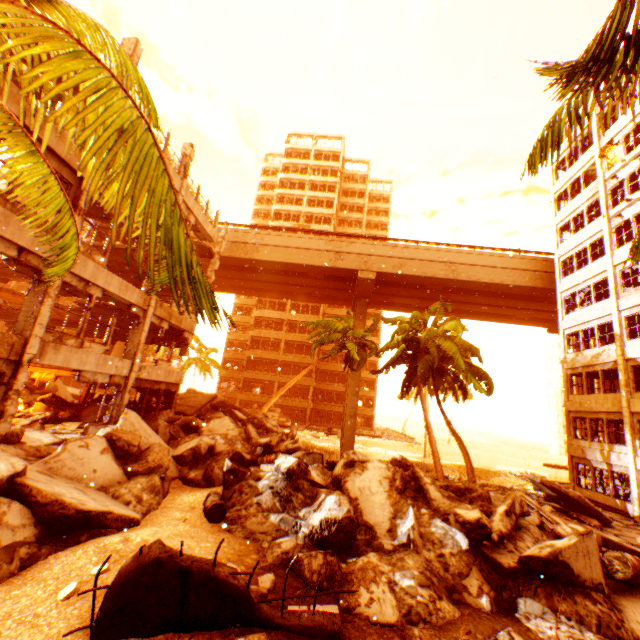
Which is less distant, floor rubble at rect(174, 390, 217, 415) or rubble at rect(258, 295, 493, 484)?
floor rubble at rect(174, 390, 217, 415)

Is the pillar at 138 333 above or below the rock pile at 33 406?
above

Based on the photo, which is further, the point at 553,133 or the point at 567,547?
the point at 567,547

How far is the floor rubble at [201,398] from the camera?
20.1 meters

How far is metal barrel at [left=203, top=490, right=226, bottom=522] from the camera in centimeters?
852cm

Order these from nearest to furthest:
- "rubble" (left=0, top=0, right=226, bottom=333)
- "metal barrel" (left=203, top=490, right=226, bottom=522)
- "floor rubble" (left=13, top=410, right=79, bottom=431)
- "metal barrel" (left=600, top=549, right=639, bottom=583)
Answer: "rubble" (left=0, top=0, right=226, bottom=333), "metal barrel" (left=600, top=549, right=639, bottom=583), "metal barrel" (left=203, top=490, right=226, bottom=522), "floor rubble" (left=13, top=410, right=79, bottom=431)

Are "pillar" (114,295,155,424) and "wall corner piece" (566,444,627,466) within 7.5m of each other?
no

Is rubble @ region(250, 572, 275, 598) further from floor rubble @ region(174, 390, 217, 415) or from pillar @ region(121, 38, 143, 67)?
pillar @ region(121, 38, 143, 67)
